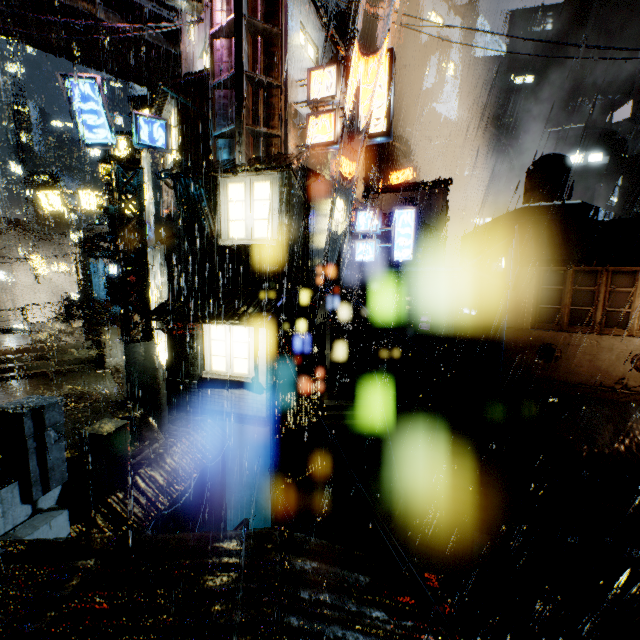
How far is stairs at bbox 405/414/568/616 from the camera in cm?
1614

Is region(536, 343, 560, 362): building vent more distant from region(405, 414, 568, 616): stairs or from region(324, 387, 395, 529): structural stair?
region(324, 387, 395, 529): structural stair

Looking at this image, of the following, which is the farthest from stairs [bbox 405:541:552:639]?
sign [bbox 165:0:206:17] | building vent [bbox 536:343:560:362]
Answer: sign [bbox 165:0:206:17]

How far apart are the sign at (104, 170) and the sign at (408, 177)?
28.03m

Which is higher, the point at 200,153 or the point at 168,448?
the point at 200,153

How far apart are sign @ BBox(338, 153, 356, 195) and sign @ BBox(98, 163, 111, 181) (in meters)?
12.56

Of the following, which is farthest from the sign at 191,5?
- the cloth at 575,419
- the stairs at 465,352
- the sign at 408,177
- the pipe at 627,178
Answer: the pipe at 627,178

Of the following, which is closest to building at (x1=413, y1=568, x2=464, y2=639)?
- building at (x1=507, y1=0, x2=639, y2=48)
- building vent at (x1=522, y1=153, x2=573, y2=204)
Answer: building vent at (x1=522, y1=153, x2=573, y2=204)
